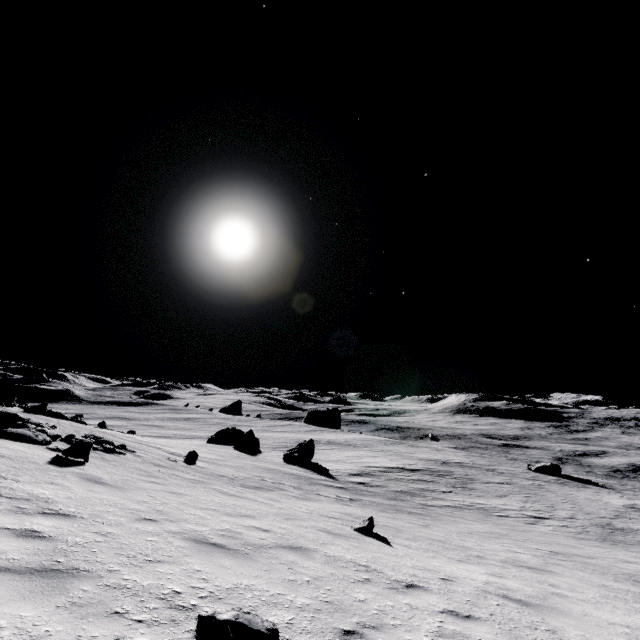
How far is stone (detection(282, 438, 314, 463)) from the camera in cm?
2741

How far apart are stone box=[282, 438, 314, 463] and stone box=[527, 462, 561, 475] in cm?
2620

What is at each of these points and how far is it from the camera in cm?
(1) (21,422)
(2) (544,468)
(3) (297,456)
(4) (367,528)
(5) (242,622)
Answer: (1) stone, 1114
(2) stone, 3569
(3) stone, 2744
(4) stone, 948
(5) stone, 291

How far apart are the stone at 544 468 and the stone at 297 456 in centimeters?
2620cm

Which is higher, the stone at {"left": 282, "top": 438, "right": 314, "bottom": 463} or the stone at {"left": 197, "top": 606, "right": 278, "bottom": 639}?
the stone at {"left": 197, "top": 606, "right": 278, "bottom": 639}

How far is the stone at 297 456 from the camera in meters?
27.4

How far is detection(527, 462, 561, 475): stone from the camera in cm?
3506

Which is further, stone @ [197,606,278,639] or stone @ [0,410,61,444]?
stone @ [0,410,61,444]
